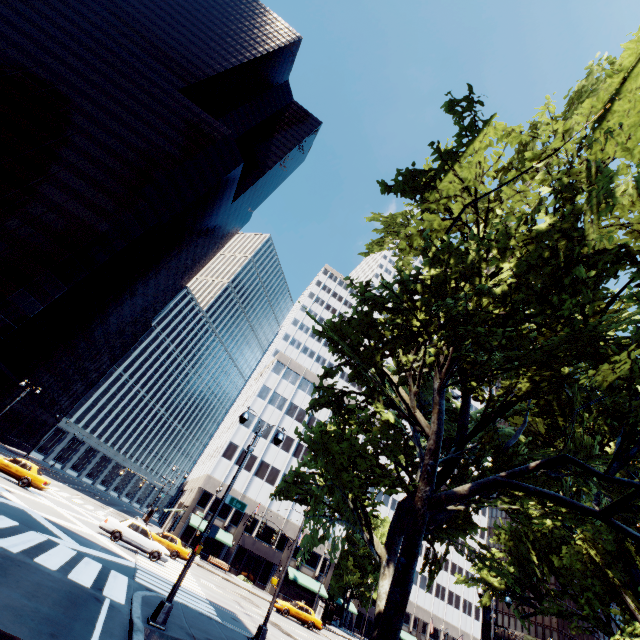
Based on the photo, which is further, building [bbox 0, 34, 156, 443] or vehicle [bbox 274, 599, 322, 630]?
building [bbox 0, 34, 156, 443]

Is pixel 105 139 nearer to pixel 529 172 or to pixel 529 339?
pixel 529 172

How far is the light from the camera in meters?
10.2

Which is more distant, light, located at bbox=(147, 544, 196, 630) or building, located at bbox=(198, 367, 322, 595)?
building, located at bbox=(198, 367, 322, 595)

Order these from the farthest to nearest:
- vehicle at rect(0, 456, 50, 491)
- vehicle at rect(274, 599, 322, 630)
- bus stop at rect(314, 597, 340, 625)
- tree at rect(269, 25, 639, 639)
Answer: bus stop at rect(314, 597, 340, 625), vehicle at rect(274, 599, 322, 630), vehicle at rect(0, 456, 50, 491), tree at rect(269, 25, 639, 639)

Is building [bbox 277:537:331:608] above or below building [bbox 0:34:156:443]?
below

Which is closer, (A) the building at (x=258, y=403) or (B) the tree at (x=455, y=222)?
(B) the tree at (x=455, y=222)

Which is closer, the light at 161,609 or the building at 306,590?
the light at 161,609
